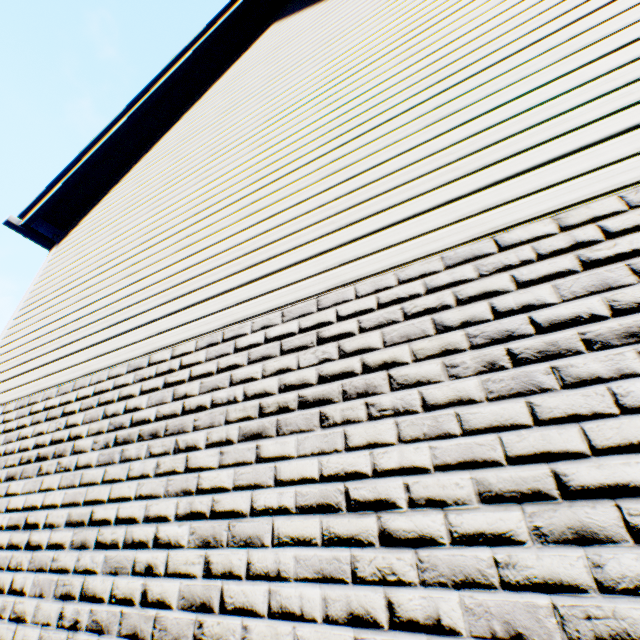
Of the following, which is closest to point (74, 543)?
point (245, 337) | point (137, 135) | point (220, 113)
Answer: point (245, 337)
